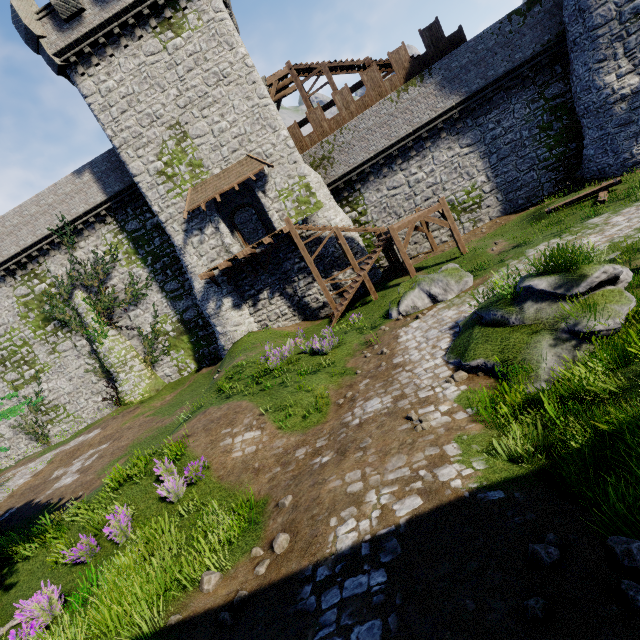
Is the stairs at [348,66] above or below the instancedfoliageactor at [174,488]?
above

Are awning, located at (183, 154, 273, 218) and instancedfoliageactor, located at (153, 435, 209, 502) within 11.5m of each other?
no

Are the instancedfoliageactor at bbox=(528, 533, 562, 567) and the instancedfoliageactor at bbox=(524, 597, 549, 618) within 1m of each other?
yes

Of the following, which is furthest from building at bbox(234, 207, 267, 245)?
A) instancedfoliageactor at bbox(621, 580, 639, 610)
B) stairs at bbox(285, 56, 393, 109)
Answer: instancedfoliageactor at bbox(621, 580, 639, 610)

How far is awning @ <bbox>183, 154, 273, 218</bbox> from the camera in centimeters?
1931cm

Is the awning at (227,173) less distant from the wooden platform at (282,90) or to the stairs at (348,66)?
the wooden platform at (282,90)

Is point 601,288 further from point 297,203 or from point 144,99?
point 144,99

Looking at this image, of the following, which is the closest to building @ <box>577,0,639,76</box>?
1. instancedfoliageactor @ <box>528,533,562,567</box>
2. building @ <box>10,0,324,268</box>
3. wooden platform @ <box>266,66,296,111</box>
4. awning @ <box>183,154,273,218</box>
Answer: wooden platform @ <box>266,66,296,111</box>
